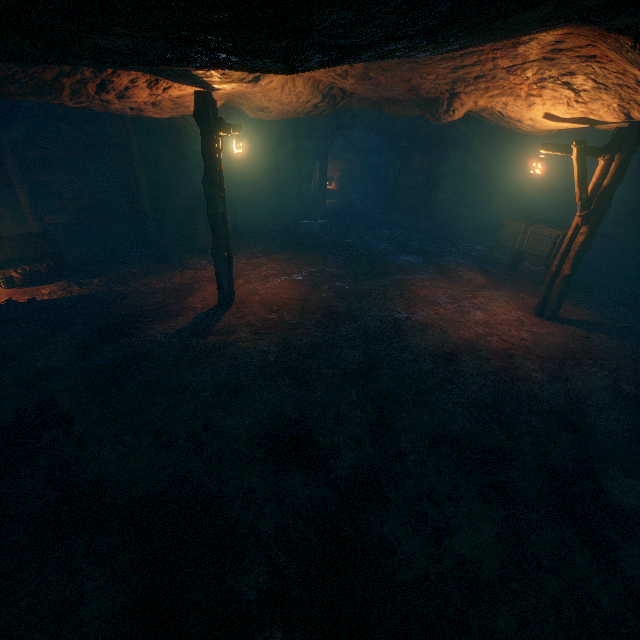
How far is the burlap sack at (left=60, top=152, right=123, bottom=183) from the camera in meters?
11.8 m

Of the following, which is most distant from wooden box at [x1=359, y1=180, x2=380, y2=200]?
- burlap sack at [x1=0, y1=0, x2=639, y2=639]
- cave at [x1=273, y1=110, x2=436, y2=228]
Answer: burlap sack at [x1=0, y1=0, x2=639, y2=639]

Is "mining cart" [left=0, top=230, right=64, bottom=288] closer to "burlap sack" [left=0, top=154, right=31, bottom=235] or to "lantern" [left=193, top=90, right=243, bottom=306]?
"burlap sack" [left=0, top=154, right=31, bottom=235]

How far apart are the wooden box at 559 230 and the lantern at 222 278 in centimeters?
949cm

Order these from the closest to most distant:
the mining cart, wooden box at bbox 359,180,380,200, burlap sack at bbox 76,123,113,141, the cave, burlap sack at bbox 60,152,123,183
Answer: the mining cart < burlap sack at bbox 76,123,113,141 < burlap sack at bbox 60,152,123,183 < the cave < wooden box at bbox 359,180,380,200

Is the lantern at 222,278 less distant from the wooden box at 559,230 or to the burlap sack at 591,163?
the burlap sack at 591,163

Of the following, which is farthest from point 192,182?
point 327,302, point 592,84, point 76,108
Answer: point 592,84
